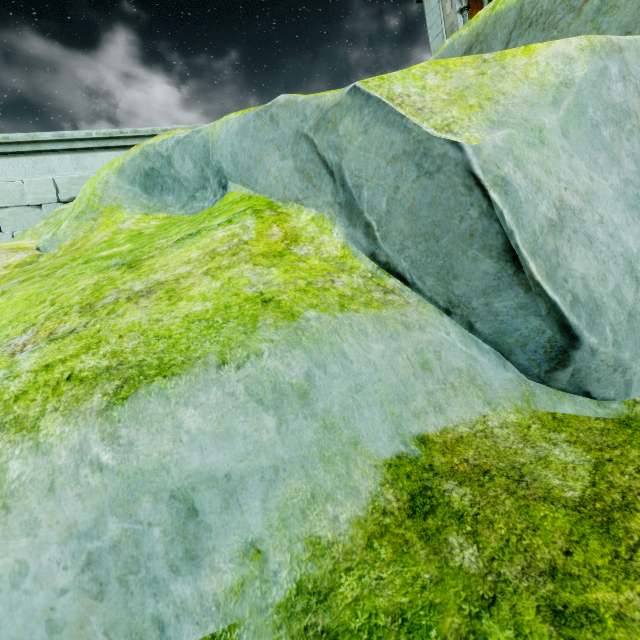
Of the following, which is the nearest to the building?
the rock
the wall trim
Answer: the rock

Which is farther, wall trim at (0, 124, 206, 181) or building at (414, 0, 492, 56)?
building at (414, 0, 492, 56)

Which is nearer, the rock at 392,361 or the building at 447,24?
the rock at 392,361

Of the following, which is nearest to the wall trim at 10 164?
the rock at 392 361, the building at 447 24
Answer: the rock at 392 361

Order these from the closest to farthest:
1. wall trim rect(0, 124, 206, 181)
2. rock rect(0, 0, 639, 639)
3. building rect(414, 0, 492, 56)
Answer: rock rect(0, 0, 639, 639), wall trim rect(0, 124, 206, 181), building rect(414, 0, 492, 56)

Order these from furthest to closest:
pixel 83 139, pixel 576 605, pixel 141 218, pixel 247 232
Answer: pixel 83 139 → pixel 141 218 → pixel 247 232 → pixel 576 605

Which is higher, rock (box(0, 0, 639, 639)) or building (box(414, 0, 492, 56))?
building (box(414, 0, 492, 56))
